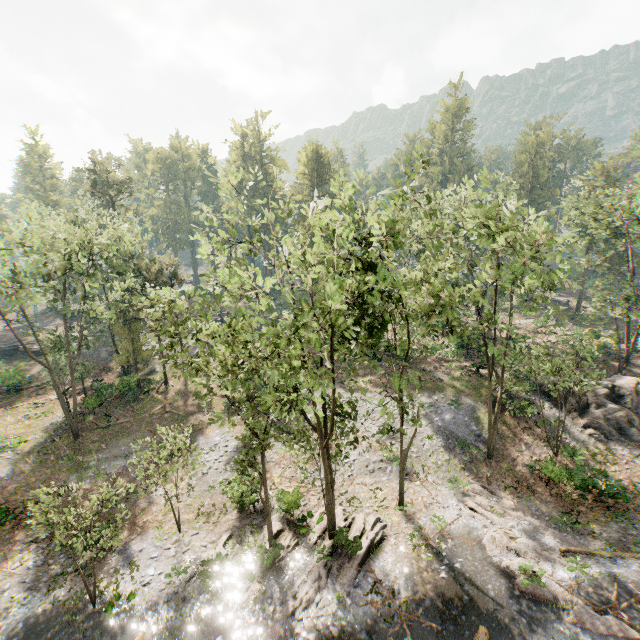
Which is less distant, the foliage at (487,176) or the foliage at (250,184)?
the foliage at (250,184)

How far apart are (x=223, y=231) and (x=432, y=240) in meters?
38.1

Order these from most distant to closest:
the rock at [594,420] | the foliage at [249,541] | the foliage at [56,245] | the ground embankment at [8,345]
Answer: the ground embankment at [8,345], the rock at [594,420], the foliage at [249,541], the foliage at [56,245]

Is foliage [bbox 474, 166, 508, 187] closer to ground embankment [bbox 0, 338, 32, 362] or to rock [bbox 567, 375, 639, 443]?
ground embankment [bbox 0, 338, 32, 362]

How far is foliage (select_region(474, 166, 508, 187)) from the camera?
17.6m
